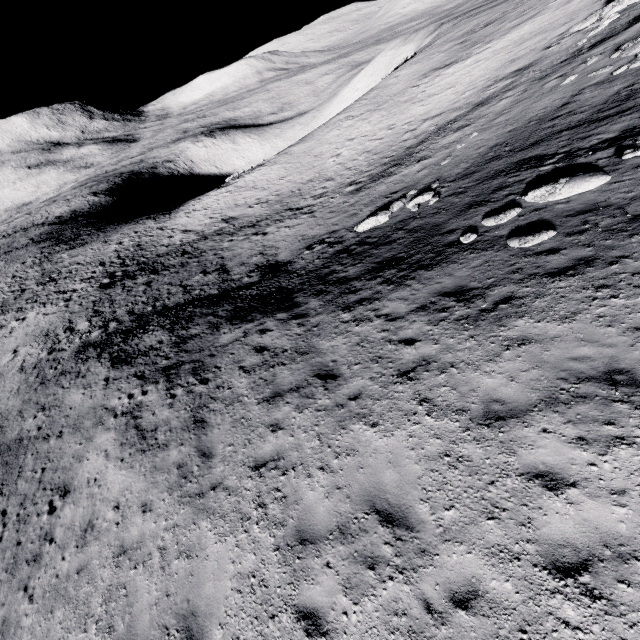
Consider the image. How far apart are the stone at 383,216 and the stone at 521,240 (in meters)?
8.21

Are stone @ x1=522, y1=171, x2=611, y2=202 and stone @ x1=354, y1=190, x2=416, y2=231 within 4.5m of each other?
no

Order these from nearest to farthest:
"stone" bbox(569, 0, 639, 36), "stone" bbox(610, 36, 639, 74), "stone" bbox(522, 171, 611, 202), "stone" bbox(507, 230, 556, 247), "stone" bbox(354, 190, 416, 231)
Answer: "stone" bbox(507, 230, 556, 247), "stone" bbox(522, 171, 611, 202), "stone" bbox(610, 36, 639, 74), "stone" bbox(354, 190, 416, 231), "stone" bbox(569, 0, 639, 36)

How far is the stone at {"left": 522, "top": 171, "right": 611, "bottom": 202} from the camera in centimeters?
909cm

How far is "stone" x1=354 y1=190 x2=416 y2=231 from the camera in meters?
16.8 m

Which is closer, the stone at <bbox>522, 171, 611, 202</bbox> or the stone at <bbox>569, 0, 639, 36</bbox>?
the stone at <bbox>522, 171, 611, 202</bbox>

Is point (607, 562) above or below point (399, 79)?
above

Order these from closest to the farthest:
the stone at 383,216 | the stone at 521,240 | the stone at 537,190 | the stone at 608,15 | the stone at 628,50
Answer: the stone at 521,240 < the stone at 537,190 < the stone at 628,50 < the stone at 383,216 < the stone at 608,15
